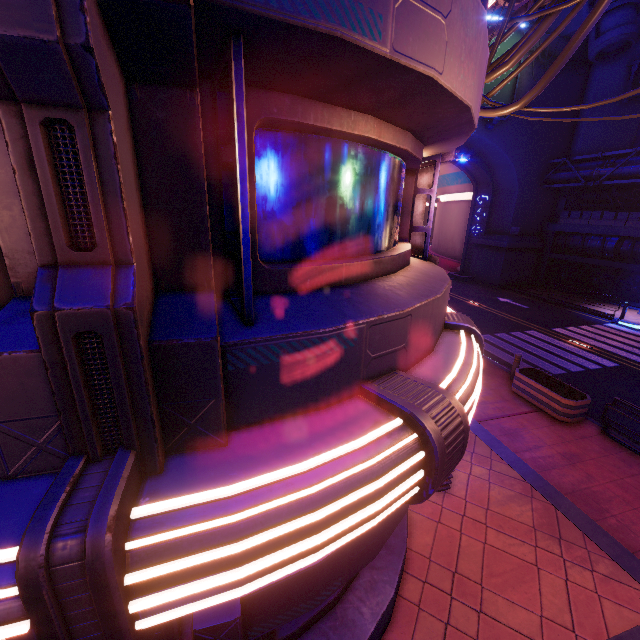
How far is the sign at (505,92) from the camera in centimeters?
2334cm

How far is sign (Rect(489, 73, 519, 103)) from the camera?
23.34m

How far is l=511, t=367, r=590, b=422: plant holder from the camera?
9.9 meters

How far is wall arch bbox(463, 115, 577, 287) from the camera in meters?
25.6

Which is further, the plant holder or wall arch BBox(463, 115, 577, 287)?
wall arch BBox(463, 115, 577, 287)

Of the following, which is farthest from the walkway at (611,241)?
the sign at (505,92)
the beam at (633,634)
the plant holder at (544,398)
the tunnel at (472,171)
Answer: the beam at (633,634)

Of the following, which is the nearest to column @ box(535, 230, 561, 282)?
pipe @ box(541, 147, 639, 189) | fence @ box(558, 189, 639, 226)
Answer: fence @ box(558, 189, 639, 226)

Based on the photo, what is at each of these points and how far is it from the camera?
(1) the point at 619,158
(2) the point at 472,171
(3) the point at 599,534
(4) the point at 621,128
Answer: (1) pipe, 23.2m
(2) tunnel, 30.2m
(3) beam, 6.6m
(4) building, 25.2m
